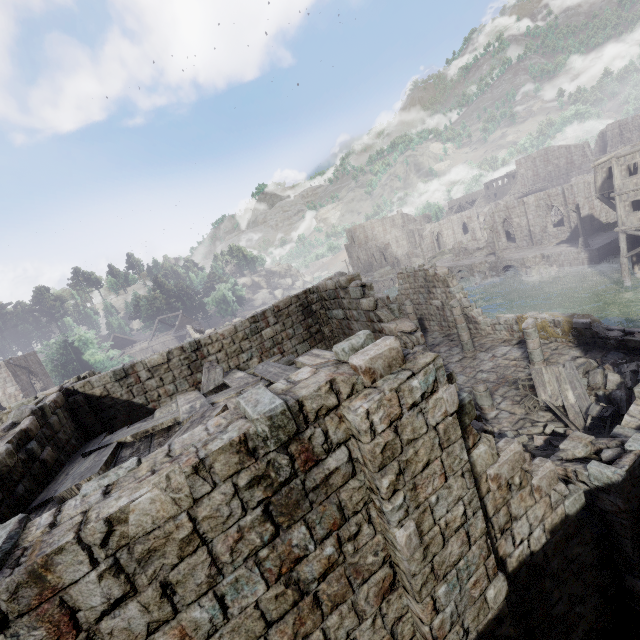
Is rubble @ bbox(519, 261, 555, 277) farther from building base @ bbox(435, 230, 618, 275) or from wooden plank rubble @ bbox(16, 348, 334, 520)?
wooden plank rubble @ bbox(16, 348, 334, 520)

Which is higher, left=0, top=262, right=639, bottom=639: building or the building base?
left=0, top=262, right=639, bottom=639: building

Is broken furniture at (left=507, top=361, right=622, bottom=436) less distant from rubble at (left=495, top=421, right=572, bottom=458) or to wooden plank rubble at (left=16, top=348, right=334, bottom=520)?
rubble at (left=495, top=421, right=572, bottom=458)

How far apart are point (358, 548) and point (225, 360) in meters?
9.7 m

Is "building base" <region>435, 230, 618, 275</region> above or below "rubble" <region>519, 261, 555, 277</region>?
above

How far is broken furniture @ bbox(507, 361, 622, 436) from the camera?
10.2 meters

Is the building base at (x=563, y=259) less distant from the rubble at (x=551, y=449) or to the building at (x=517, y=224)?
the building at (x=517, y=224)

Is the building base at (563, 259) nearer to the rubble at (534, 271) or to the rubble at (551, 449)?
the rubble at (534, 271)
